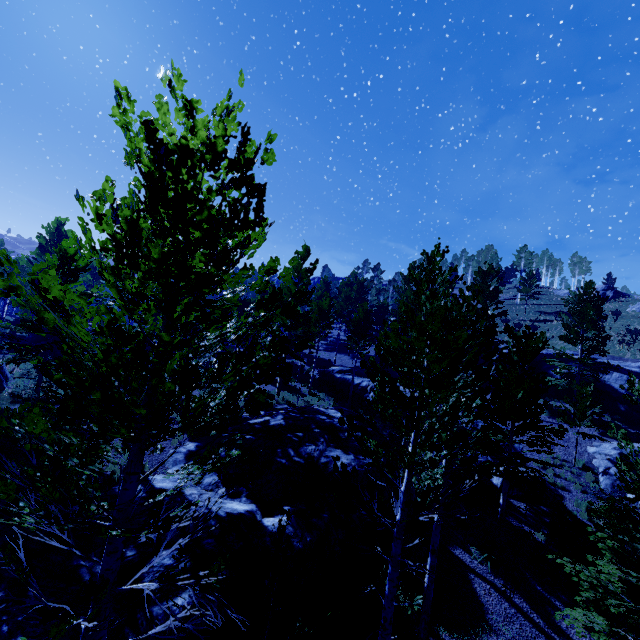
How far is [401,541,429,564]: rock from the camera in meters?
10.7 m

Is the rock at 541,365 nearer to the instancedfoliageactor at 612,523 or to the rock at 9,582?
the instancedfoliageactor at 612,523

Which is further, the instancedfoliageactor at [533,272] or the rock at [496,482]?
the instancedfoliageactor at [533,272]

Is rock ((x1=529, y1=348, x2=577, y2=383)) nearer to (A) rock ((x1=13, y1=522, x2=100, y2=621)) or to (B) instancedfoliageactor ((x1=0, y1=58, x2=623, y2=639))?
(B) instancedfoliageactor ((x1=0, y1=58, x2=623, y2=639))

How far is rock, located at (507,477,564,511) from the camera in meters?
15.5

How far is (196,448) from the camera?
13.2m

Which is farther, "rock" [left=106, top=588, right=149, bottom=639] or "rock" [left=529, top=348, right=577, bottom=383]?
"rock" [left=529, top=348, right=577, bottom=383]

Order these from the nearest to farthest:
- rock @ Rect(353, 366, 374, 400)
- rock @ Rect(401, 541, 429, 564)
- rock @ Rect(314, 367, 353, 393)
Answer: rock @ Rect(401, 541, 429, 564) → rock @ Rect(353, 366, 374, 400) → rock @ Rect(314, 367, 353, 393)
